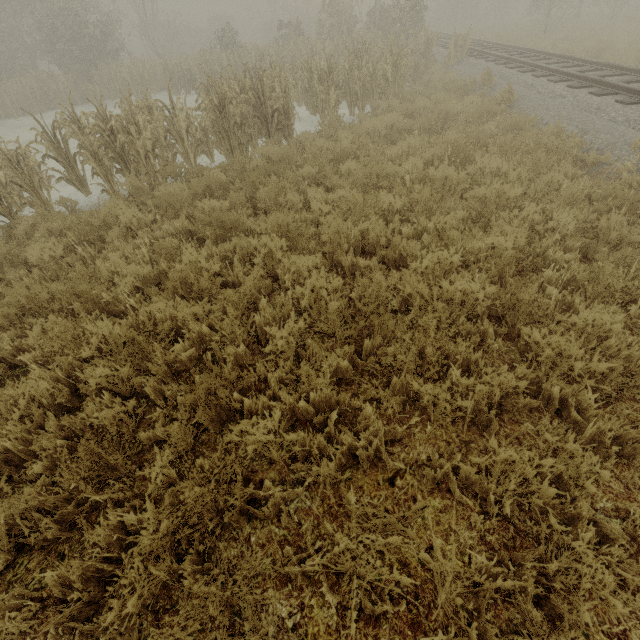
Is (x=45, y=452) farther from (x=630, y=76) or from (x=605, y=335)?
(x=630, y=76)
